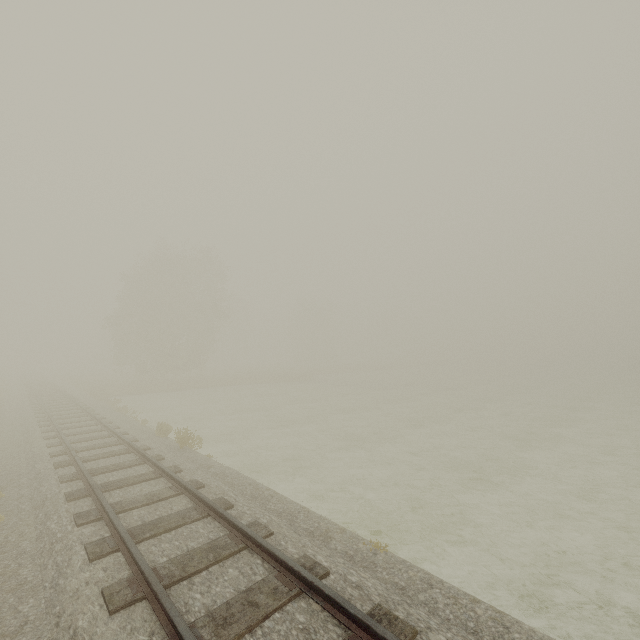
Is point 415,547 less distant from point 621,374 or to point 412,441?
point 412,441
